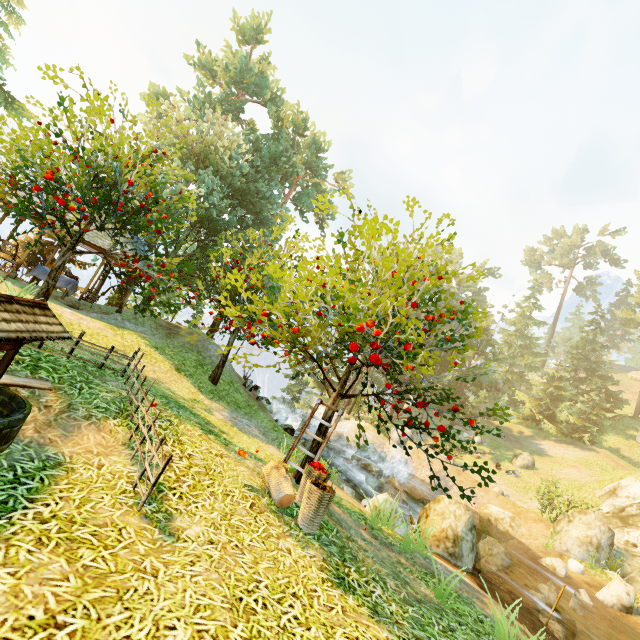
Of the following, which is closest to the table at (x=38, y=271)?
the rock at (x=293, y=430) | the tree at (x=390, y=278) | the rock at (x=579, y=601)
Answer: the tree at (x=390, y=278)

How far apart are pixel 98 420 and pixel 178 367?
7.2m

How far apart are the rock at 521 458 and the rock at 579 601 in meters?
18.8 m

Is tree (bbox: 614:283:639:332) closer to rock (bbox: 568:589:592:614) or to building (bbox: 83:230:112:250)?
building (bbox: 83:230:112:250)

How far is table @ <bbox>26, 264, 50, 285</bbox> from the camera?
13.7m

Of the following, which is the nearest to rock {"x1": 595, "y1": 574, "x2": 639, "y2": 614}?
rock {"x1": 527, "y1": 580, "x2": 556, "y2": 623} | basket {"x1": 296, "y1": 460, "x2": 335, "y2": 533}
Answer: rock {"x1": 527, "y1": 580, "x2": 556, "y2": 623}

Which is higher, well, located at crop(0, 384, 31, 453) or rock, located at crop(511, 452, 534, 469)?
rock, located at crop(511, 452, 534, 469)

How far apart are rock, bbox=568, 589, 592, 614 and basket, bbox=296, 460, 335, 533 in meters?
13.7 m
